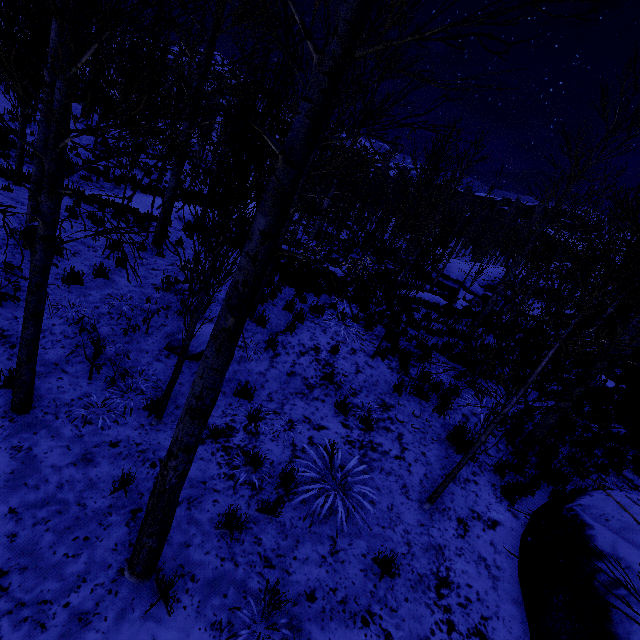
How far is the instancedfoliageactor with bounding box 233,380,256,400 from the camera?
5.64m

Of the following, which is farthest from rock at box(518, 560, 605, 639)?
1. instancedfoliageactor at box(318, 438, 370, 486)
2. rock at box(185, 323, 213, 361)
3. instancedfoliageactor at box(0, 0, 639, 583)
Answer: rock at box(185, 323, 213, 361)

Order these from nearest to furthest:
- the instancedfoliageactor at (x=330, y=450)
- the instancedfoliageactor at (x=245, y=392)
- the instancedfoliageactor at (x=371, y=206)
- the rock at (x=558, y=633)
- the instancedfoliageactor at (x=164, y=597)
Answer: the instancedfoliageactor at (x=371, y=206) → the instancedfoliageactor at (x=164, y=597) → the rock at (x=558, y=633) → the instancedfoliageactor at (x=330, y=450) → the instancedfoliageactor at (x=245, y=392)

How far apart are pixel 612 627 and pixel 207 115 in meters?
5.5 m

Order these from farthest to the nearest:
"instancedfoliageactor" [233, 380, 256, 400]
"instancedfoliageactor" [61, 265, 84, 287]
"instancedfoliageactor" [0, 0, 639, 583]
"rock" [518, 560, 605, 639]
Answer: "instancedfoliageactor" [61, 265, 84, 287], "instancedfoliageactor" [233, 380, 256, 400], "rock" [518, 560, 605, 639], "instancedfoliageactor" [0, 0, 639, 583]

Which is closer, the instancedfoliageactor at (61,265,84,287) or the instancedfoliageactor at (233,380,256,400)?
the instancedfoliageactor at (233,380,256,400)

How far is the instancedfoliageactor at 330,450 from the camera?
4.8m

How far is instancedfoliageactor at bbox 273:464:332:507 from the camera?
4.2 meters
